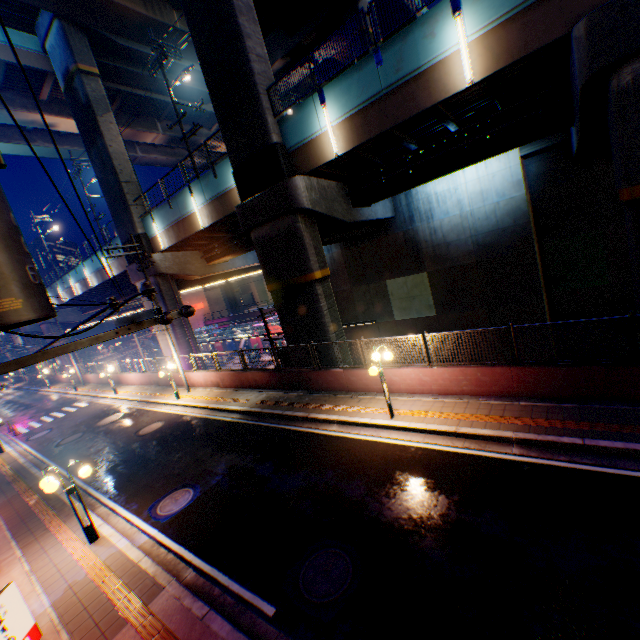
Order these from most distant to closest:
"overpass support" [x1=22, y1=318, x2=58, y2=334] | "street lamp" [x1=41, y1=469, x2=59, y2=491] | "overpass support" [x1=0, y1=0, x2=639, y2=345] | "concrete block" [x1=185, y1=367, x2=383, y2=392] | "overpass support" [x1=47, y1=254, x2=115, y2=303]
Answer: "overpass support" [x1=22, y1=318, x2=58, y2=334] < "overpass support" [x1=47, y1=254, x2=115, y2=303] < "concrete block" [x1=185, y1=367, x2=383, y2=392] < "overpass support" [x1=0, y1=0, x2=639, y2=345] < "street lamp" [x1=41, y1=469, x2=59, y2=491]

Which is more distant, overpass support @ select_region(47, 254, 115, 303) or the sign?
overpass support @ select_region(47, 254, 115, 303)

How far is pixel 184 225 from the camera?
20.22m

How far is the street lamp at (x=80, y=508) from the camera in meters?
8.2

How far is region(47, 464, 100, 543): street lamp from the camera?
8.2m

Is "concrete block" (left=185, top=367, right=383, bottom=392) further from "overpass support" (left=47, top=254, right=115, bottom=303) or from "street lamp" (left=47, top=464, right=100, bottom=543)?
"street lamp" (left=47, top=464, right=100, bottom=543)

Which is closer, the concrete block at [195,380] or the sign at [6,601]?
the sign at [6,601]

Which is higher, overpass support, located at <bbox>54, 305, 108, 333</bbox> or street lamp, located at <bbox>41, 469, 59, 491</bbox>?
overpass support, located at <bbox>54, 305, 108, 333</bbox>
